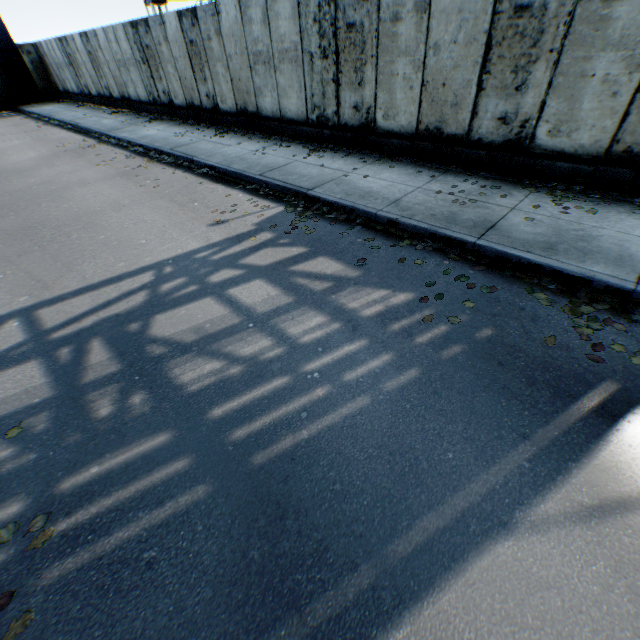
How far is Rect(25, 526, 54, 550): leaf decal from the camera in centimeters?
240cm

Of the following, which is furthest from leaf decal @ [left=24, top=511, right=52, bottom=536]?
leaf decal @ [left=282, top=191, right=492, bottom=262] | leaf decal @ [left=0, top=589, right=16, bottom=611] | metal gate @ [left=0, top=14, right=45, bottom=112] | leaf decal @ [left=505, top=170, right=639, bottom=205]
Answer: metal gate @ [left=0, top=14, right=45, bottom=112]

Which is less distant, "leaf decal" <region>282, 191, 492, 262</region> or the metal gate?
"leaf decal" <region>282, 191, 492, 262</region>

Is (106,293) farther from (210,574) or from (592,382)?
(592,382)

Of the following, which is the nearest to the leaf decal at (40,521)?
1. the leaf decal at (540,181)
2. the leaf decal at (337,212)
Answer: the leaf decal at (337,212)

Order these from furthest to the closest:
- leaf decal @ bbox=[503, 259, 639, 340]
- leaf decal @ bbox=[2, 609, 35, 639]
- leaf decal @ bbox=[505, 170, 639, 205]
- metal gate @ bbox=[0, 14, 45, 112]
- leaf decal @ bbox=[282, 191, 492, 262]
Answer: metal gate @ bbox=[0, 14, 45, 112] → leaf decal @ bbox=[505, 170, 639, 205] → leaf decal @ bbox=[282, 191, 492, 262] → leaf decal @ bbox=[503, 259, 639, 340] → leaf decal @ bbox=[2, 609, 35, 639]

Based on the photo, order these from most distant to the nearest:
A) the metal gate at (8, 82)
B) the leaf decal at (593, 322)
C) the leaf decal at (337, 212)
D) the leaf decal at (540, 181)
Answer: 1. the metal gate at (8, 82)
2. the leaf decal at (540, 181)
3. the leaf decal at (337, 212)
4. the leaf decal at (593, 322)
